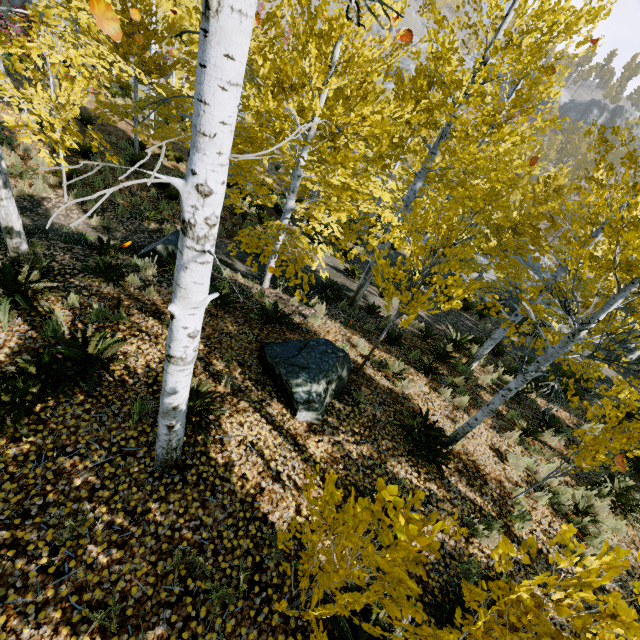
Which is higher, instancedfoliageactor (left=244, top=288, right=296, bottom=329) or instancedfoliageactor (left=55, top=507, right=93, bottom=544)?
instancedfoliageactor (left=55, top=507, right=93, bottom=544)

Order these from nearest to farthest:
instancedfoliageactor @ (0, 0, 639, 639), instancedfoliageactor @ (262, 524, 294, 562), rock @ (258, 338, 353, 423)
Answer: instancedfoliageactor @ (0, 0, 639, 639)
instancedfoliageactor @ (262, 524, 294, 562)
rock @ (258, 338, 353, 423)

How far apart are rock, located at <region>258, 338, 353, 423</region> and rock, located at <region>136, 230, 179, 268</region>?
3.69m

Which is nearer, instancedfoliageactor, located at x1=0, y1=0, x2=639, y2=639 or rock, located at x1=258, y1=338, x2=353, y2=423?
instancedfoliageactor, located at x1=0, y1=0, x2=639, y2=639

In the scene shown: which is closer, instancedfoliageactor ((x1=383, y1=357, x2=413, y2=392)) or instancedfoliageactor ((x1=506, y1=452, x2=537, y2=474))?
instancedfoliageactor ((x1=506, y1=452, x2=537, y2=474))

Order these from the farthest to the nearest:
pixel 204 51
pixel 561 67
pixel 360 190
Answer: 1. pixel 360 190
2. pixel 561 67
3. pixel 204 51

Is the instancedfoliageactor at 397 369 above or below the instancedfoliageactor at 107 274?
below

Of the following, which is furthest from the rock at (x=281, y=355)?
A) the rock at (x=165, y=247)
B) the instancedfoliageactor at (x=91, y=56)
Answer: the rock at (x=165, y=247)
